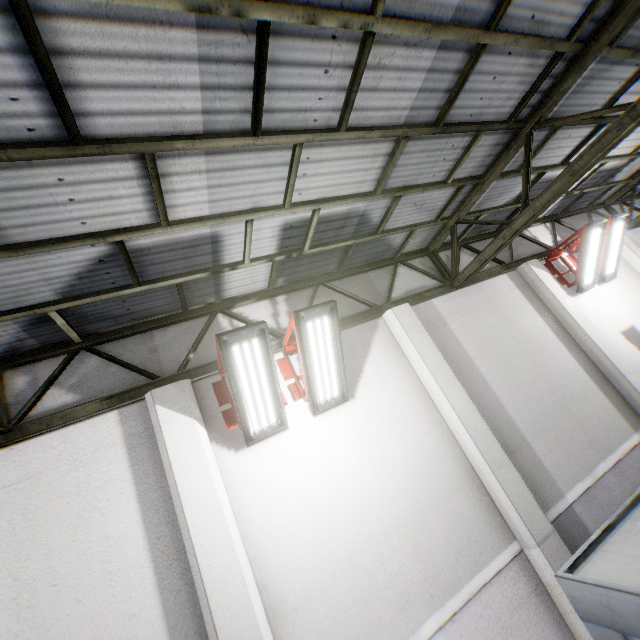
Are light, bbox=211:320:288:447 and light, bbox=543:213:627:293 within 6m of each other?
no

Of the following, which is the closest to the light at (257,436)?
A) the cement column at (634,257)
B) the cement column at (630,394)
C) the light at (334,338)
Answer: the light at (334,338)

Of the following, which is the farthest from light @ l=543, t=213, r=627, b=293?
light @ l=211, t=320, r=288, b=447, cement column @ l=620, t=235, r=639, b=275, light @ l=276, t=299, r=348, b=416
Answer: light @ l=211, t=320, r=288, b=447

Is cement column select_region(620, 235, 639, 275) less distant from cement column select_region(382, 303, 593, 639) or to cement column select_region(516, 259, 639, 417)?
cement column select_region(516, 259, 639, 417)

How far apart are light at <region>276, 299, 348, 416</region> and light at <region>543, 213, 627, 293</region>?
6.2 meters

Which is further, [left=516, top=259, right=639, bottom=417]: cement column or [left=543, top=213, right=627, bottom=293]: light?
[left=543, top=213, right=627, bottom=293]: light

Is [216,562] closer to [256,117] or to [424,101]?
[256,117]

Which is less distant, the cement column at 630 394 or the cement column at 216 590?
the cement column at 216 590
